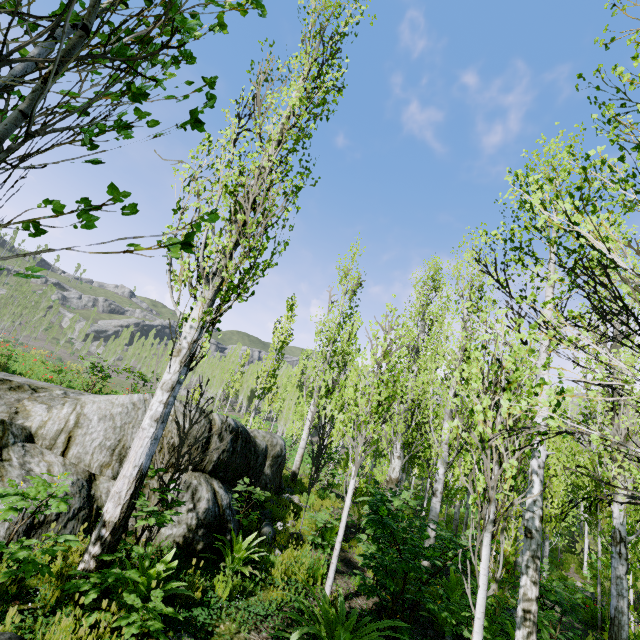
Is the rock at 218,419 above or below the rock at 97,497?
above

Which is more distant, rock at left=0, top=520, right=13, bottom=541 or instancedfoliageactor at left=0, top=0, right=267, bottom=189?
rock at left=0, top=520, right=13, bottom=541

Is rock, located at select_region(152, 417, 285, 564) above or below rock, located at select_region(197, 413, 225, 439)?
below

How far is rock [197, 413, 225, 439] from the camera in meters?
6.0

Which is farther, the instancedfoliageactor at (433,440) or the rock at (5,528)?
the rock at (5,528)

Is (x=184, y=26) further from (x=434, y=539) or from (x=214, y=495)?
(x=434, y=539)

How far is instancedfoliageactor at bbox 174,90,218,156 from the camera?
1.45m
